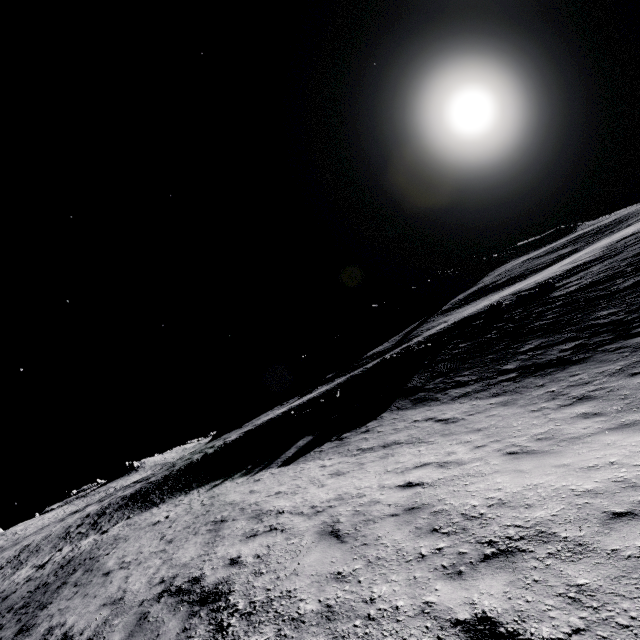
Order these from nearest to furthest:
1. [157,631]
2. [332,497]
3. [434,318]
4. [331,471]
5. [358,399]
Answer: [157,631]
[332,497]
[331,471]
[358,399]
[434,318]
